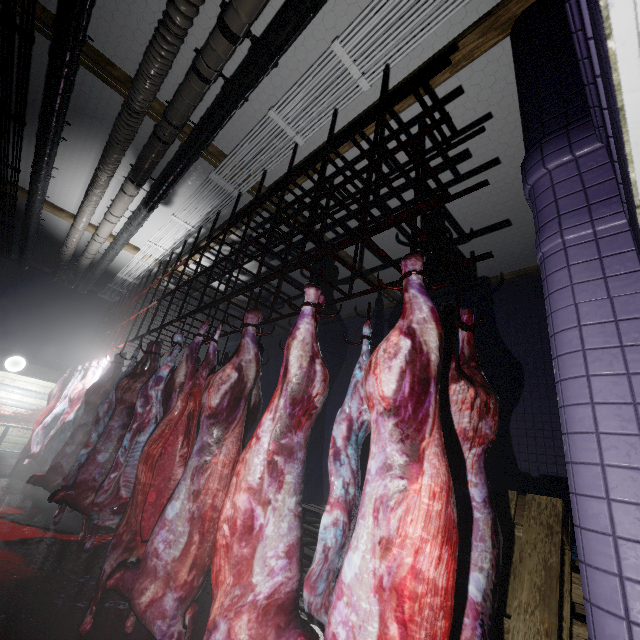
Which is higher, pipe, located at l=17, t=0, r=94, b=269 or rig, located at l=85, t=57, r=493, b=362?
pipe, located at l=17, t=0, r=94, b=269

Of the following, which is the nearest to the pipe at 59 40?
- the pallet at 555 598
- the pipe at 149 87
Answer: the pipe at 149 87

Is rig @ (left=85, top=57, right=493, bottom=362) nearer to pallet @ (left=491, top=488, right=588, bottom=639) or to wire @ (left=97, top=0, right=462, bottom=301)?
wire @ (left=97, top=0, right=462, bottom=301)

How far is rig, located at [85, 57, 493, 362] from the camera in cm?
177

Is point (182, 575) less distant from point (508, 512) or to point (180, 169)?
point (508, 512)

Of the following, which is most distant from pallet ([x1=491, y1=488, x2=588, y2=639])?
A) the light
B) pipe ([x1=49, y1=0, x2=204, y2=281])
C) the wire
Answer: the light

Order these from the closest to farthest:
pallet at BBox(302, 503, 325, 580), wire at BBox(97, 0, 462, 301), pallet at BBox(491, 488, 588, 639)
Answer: pallet at BBox(491, 488, 588, 639) → wire at BBox(97, 0, 462, 301) → pallet at BBox(302, 503, 325, 580)

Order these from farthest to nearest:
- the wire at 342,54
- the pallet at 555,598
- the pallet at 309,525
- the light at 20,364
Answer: the light at 20,364, the pallet at 309,525, the wire at 342,54, the pallet at 555,598
